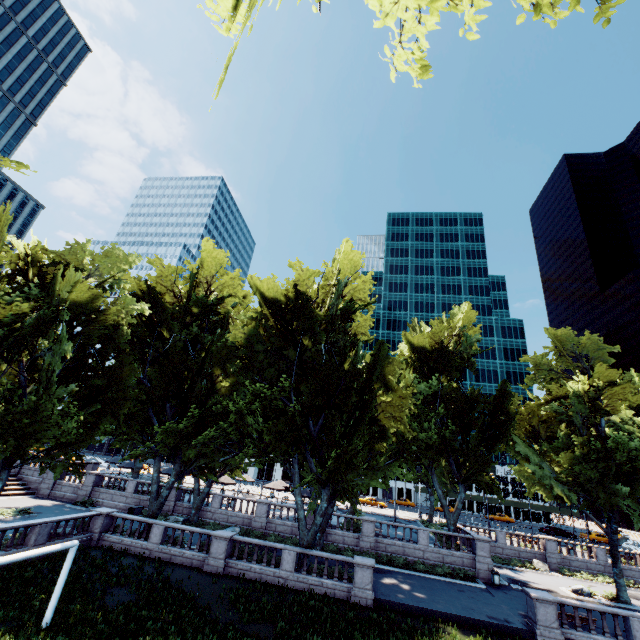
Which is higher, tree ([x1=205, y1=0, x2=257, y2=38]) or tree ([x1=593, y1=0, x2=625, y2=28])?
tree ([x1=205, y1=0, x2=257, y2=38])

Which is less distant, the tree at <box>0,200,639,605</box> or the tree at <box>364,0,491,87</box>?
the tree at <box>364,0,491,87</box>

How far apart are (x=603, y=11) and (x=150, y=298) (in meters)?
28.61

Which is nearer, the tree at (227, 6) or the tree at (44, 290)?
the tree at (227, 6)

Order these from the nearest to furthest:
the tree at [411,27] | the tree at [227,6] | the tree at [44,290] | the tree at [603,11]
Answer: the tree at [227,6]
the tree at [603,11]
the tree at [411,27]
the tree at [44,290]

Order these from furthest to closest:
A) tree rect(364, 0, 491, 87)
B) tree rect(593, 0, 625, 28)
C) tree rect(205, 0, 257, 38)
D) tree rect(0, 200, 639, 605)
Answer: tree rect(0, 200, 639, 605) → tree rect(364, 0, 491, 87) → tree rect(593, 0, 625, 28) → tree rect(205, 0, 257, 38)
